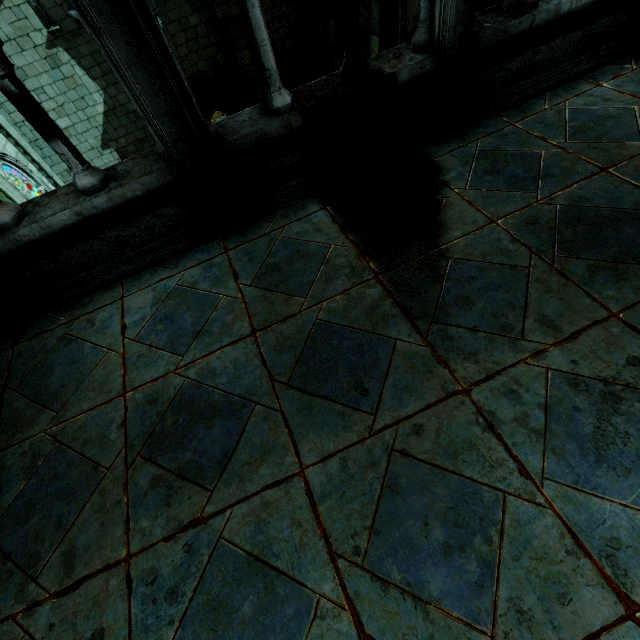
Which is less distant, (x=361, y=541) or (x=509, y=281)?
(x=361, y=541)

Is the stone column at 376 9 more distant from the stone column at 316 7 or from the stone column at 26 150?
the stone column at 26 150

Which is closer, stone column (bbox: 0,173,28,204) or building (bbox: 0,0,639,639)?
building (bbox: 0,0,639,639)

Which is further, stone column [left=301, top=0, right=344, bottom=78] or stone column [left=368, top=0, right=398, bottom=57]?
stone column [left=301, top=0, right=344, bottom=78]

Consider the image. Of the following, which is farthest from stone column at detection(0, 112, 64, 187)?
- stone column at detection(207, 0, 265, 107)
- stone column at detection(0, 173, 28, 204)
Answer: stone column at detection(207, 0, 265, 107)

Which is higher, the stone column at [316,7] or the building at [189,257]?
the building at [189,257]

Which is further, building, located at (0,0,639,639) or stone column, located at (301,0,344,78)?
stone column, located at (301,0,344,78)

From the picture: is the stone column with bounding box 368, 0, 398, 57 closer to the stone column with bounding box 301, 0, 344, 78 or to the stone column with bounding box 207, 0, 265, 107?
the stone column with bounding box 301, 0, 344, 78
